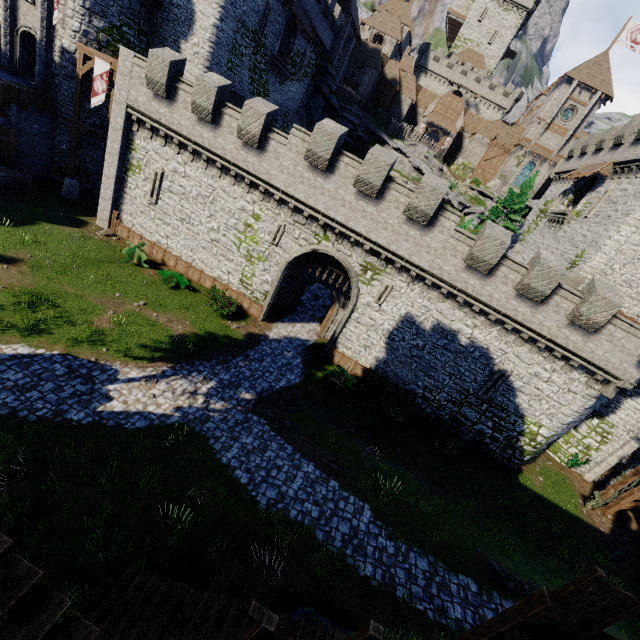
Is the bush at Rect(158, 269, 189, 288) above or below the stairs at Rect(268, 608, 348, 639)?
below

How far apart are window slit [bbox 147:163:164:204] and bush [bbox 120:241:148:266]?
2.6m

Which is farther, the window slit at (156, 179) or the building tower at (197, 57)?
the building tower at (197, 57)

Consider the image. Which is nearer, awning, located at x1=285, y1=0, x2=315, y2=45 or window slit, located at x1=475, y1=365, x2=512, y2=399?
window slit, located at x1=475, y1=365, x2=512, y2=399

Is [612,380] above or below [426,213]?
below

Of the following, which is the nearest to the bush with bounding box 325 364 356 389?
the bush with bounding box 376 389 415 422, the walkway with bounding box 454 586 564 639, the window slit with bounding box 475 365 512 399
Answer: the bush with bounding box 376 389 415 422

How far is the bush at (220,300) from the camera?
19.8m

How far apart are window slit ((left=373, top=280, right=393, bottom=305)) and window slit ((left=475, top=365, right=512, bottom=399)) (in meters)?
7.64
